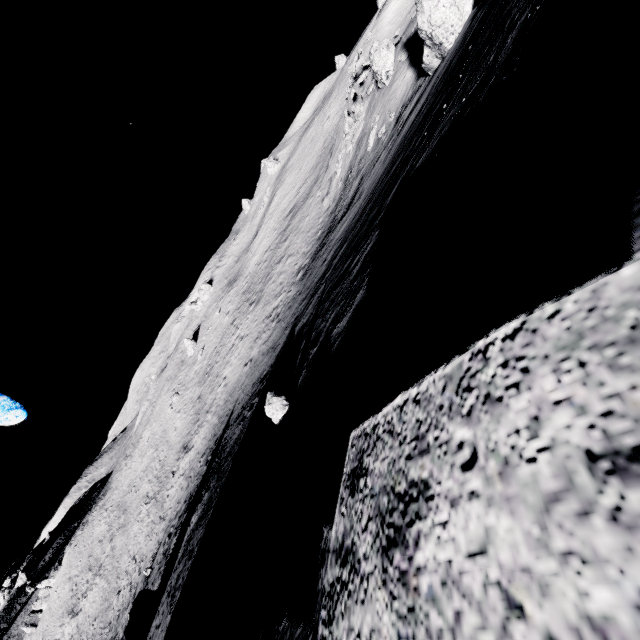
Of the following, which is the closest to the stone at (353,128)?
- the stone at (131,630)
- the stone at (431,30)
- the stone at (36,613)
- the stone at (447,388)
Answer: the stone at (431,30)

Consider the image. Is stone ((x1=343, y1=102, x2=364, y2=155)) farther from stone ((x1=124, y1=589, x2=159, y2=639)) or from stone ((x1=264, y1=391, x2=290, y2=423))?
stone ((x1=124, y1=589, x2=159, y2=639))

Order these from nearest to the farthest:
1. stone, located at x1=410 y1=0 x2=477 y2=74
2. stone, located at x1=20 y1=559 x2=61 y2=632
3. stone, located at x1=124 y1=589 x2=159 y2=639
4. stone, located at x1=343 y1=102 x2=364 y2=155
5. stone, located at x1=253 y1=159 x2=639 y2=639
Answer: stone, located at x1=253 y1=159 x2=639 y2=639 < stone, located at x1=410 y1=0 x2=477 y2=74 < stone, located at x1=124 y1=589 x2=159 y2=639 < stone, located at x1=343 y1=102 x2=364 y2=155 < stone, located at x1=20 y1=559 x2=61 y2=632

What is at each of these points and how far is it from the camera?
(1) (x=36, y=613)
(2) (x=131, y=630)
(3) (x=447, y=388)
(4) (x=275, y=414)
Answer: (1) stone, 56.0m
(2) stone, 13.8m
(3) stone, 1.2m
(4) stone, 7.1m

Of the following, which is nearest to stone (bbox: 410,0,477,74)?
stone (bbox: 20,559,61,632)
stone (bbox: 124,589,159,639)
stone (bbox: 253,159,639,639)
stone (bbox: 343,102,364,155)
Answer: stone (bbox: 253,159,639,639)

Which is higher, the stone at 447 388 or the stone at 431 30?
the stone at 447 388

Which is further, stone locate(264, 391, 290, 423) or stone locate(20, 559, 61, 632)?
stone locate(20, 559, 61, 632)
